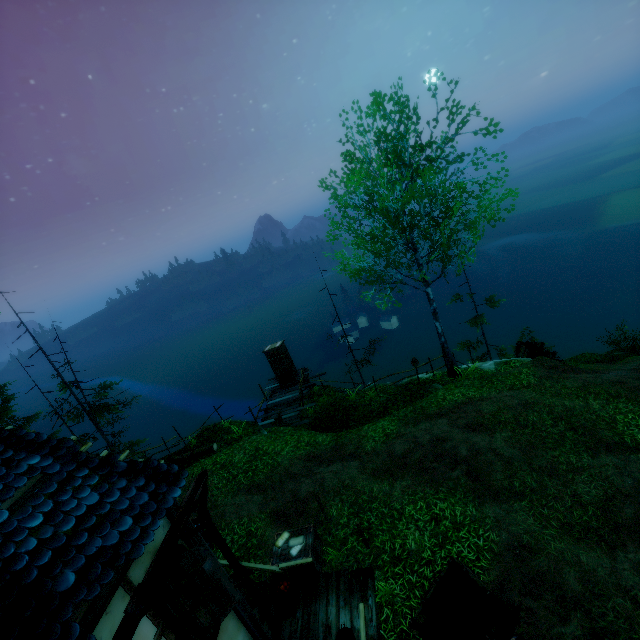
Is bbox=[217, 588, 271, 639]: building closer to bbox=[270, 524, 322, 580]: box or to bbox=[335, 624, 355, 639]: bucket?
bbox=[335, 624, 355, 639]: bucket

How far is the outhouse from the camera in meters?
19.1

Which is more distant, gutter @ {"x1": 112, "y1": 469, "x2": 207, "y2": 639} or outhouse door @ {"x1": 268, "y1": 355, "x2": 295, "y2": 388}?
outhouse door @ {"x1": 268, "y1": 355, "x2": 295, "y2": 388}

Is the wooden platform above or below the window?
below

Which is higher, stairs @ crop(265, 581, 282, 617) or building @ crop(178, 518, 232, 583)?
building @ crop(178, 518, 232, 583)

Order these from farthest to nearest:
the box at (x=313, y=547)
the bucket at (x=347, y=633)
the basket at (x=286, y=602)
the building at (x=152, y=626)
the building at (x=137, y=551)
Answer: the box at (x=313, y=547) < the basket at (x=286, y=602) < the bucket at (x=347, y=633) < the building at (x=152, y=626) < the building at (x=137, y=551)

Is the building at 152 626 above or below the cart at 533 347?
above

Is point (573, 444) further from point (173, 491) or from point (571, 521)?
point (173, 491)
